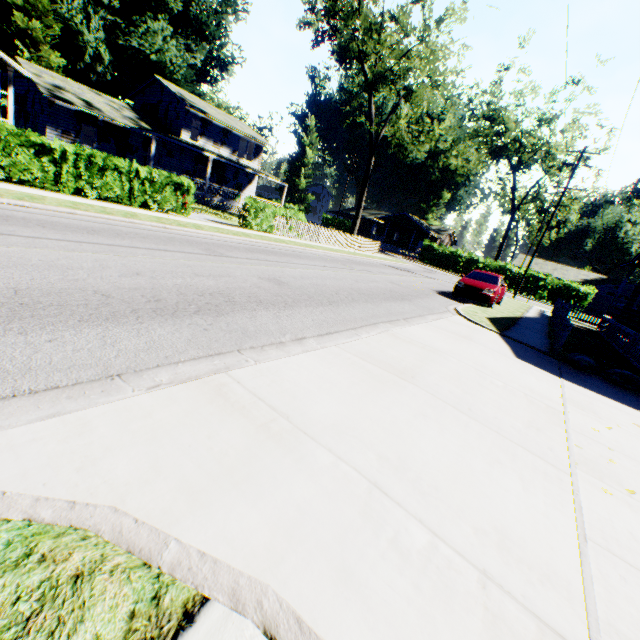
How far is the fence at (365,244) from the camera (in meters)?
20.86

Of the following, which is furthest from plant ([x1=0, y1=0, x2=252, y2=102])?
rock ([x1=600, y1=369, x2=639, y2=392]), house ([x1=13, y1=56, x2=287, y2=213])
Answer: rock ([x1=600, y1=369, x2=639, y2=392])

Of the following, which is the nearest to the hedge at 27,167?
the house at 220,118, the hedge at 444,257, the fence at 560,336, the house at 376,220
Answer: the house at 220,118

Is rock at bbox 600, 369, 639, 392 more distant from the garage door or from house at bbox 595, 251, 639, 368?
the garage door

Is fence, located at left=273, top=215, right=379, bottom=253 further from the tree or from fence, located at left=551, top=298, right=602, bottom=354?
fence, located at left=551, top=298, right=602, bottom=354

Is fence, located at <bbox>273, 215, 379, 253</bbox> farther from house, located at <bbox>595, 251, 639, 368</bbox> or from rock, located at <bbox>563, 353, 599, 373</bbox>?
house, located at <bbox>595, 251, 639, 368</bbox>

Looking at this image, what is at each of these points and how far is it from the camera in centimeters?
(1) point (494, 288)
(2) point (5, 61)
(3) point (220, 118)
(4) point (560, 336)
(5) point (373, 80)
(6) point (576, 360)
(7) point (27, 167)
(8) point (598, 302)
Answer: (1) car, 1521cm
(2) flat, 1577cm
(3) house, 3247cm
(4) fence, 962cm
(5) tree, 3005cm
(6) rock, 848cm
(7) hedge, 1053cm
(8) garage door, 4247cm

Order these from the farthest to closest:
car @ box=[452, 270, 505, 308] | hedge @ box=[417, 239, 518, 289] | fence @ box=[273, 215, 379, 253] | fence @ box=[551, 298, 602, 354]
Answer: hedge @ box=[417, 239, 518, 289] < fence @ box=[273, 215, 379, 253] < car @ box=[452, 270, 505, 308] < fence @ box=[551, 298, 602, 354]
